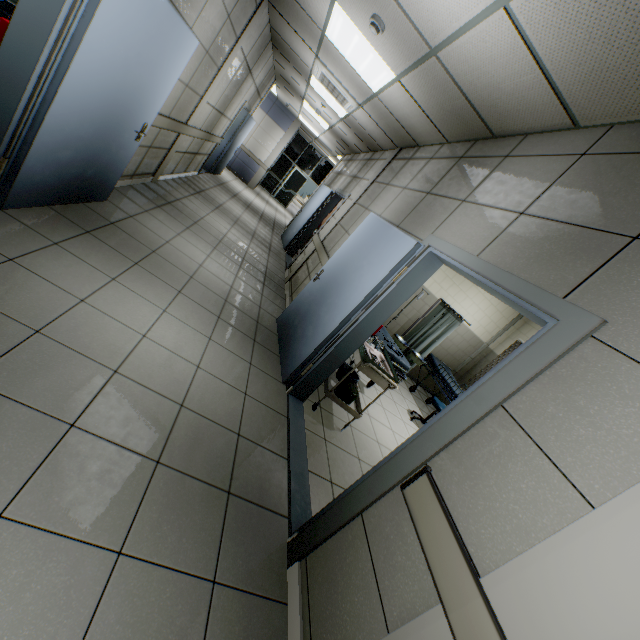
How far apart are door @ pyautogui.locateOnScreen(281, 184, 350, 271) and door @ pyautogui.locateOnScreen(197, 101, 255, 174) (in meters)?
2.74

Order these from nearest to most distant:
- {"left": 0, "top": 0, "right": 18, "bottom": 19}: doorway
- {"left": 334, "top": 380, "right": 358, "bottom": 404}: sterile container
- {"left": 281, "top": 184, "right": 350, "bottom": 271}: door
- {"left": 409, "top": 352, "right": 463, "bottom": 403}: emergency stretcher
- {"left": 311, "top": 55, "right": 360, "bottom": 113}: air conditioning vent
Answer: {"left": 334, "top": 380, "right": 358, "bottom": 404}: sterile container → {"left": 0, "top": 0, "right": 18, "bottom": 19}: doorway → {"left": 311, "top": 55, "right": 360, "bottom": 113}: air conditioning vent → {"left": 409, "top": 352, "right": 463, "bottom": 403}: emergency stretcher → {"left": 281, "top": 184, "right": 350, "bottom": 271}: door

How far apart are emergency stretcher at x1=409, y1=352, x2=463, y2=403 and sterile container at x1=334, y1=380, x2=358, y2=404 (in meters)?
2.79

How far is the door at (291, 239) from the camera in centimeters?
730cm

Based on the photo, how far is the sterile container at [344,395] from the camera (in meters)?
3.64

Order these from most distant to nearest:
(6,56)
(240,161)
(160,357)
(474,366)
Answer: (240,161)
(474,366)
(160,357)
(6,56)

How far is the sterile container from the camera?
3.6 meters

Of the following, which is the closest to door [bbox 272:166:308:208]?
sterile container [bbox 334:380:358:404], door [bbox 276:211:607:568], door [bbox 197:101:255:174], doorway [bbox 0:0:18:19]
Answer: door [bbox 197:101:255:174]
